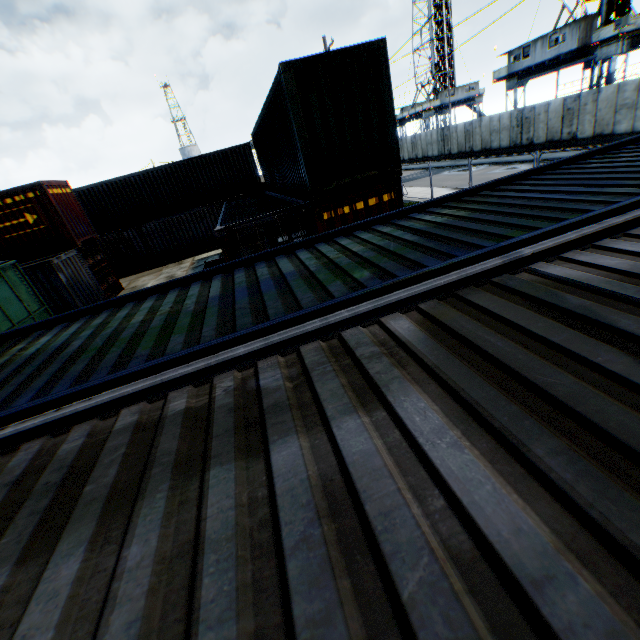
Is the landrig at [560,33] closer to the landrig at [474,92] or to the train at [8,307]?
the landrig at [474,92]

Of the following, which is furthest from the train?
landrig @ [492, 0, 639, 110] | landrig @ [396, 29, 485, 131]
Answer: landrig @ [396, 29, 485, 131]

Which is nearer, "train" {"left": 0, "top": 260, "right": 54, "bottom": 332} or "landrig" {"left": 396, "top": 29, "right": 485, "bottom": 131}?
"train" {"left": 0, "top": 260, "right": 54, "bottom": 332}

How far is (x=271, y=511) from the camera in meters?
1.2

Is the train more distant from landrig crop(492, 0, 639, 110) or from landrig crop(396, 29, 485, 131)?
landrig crop(396, 29, 485, 131)

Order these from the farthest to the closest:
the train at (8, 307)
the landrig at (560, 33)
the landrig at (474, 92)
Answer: the landrig at (474, 92), the landrig at (560, 33), the train at (8, 307)
